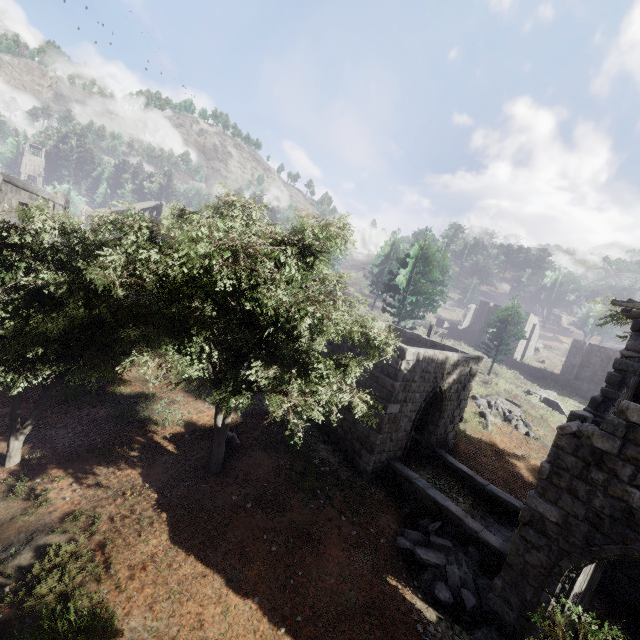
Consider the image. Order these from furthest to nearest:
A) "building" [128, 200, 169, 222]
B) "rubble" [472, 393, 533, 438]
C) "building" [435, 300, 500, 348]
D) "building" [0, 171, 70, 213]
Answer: "building" [435, 300, 500, 348], "building" [128, 200, 169, 222], "rubble" [472, 393, 533, 438], "building" [0, 171, 70, 213]

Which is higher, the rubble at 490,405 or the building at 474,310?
the building at 474,310

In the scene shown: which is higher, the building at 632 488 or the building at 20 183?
the building at 20 183

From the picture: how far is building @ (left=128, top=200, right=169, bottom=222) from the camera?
34.1 meters

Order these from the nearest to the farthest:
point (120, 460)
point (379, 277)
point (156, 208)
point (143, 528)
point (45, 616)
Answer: point (45, 616) < point (143, 528) < point (120, 460) < point (156, 208) < point (379, 277)

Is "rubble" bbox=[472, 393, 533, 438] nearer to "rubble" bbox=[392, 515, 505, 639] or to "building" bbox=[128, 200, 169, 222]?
"building" bbox=[128, 200, 169, 222]
